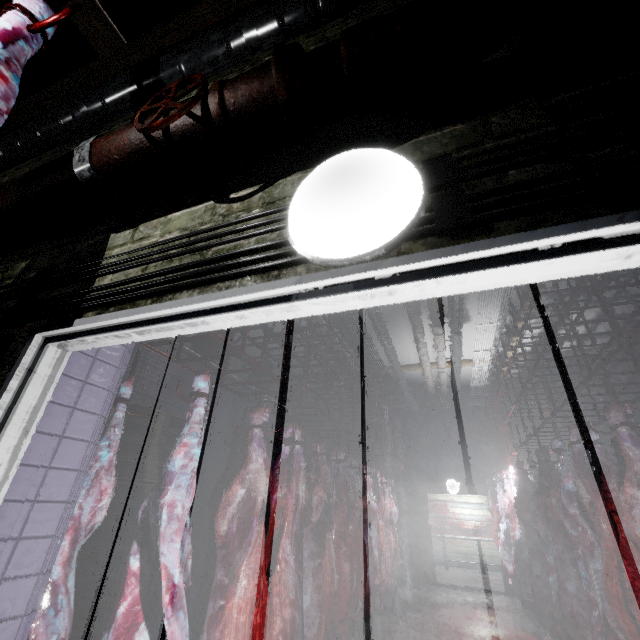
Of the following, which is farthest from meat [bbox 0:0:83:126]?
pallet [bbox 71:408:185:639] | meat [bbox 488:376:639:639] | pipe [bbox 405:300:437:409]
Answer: meat [bbox 488:376:639:639]

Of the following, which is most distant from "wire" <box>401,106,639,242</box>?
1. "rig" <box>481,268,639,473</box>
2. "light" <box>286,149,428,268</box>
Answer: "rig" <box>481,268,639,473</box>

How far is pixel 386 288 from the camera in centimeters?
62cm

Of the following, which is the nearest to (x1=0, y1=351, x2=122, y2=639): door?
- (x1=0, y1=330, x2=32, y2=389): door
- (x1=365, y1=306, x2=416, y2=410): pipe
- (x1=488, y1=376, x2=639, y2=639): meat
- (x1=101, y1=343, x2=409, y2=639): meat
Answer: (x1=0, y1=330, x2=32, y2=389): door

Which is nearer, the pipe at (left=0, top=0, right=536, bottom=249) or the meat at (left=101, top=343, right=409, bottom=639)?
the pipe at (left=0, top=0, right=536, bottom=249)

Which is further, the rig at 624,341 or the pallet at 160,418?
the pallet at 160,418

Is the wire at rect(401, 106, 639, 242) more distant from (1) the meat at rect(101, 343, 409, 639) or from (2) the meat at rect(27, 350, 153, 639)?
(1) the meat at rect(101, 343, 409, 639)

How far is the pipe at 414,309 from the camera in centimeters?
473cm
